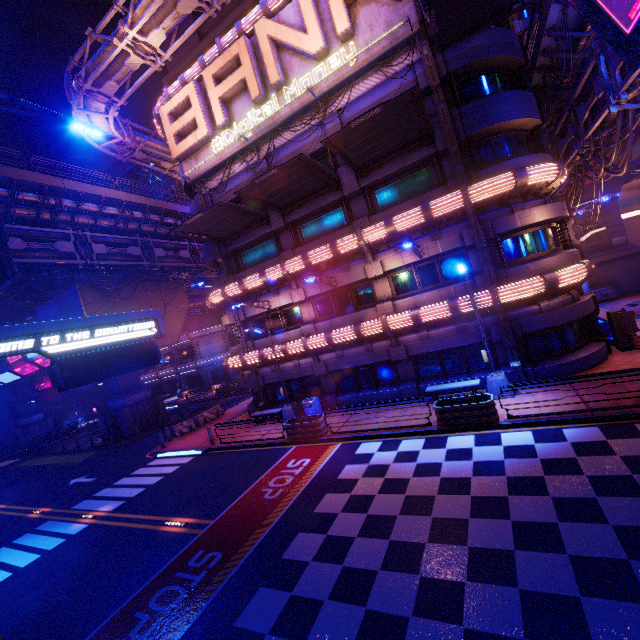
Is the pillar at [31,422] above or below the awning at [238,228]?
below

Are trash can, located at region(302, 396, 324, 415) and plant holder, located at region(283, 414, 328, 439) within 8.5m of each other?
yes

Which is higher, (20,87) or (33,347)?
(20,87)

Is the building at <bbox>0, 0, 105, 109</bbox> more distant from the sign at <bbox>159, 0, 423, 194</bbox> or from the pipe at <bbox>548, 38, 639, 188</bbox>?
the pipe at <bbox>548, 38, 639, 188</bbox>

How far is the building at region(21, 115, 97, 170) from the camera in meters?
57.1 m

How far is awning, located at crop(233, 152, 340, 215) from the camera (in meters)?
14.66

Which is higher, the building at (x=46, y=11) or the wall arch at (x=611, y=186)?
the building at (x=46, y=11)

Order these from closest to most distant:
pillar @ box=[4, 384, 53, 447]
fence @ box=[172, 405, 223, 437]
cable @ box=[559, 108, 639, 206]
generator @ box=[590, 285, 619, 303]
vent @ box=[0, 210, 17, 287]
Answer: vent @ box=[0, 210, 17, 287] < cable @ box=[559, 108, 639, 206] < fence @ box=[172, 405, 223, 437] < generator @ box=[590, 285, 619, 303] < pillar @ box=[4, 384, 53, 447]
